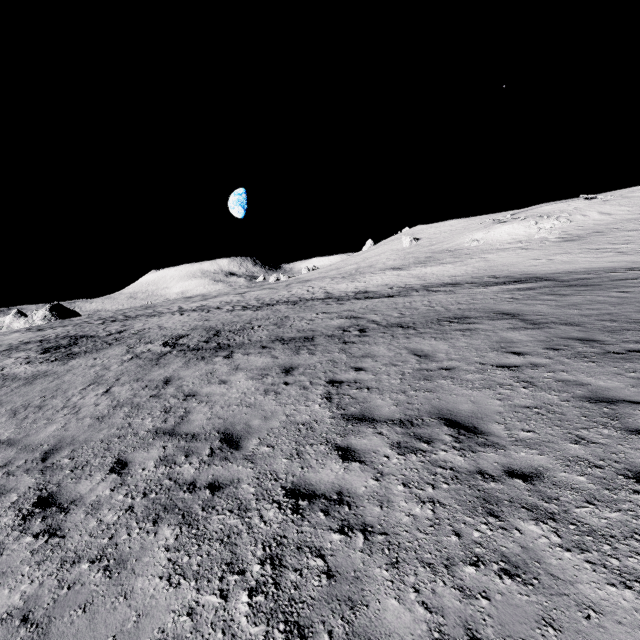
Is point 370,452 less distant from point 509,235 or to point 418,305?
point 418,305
